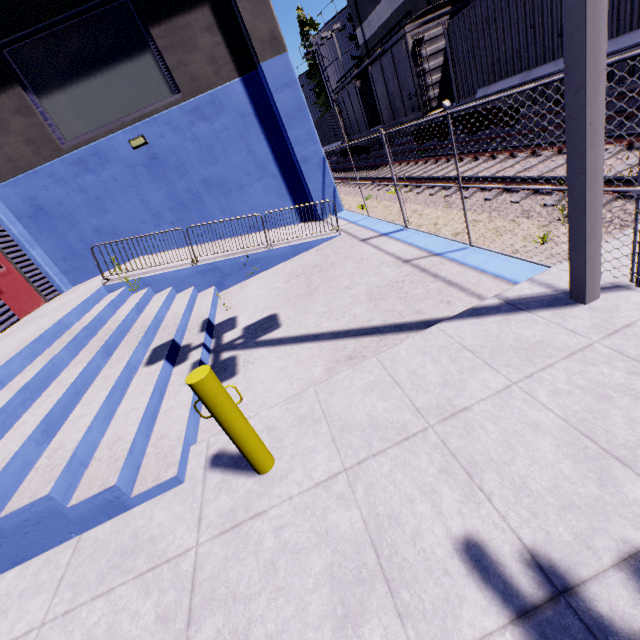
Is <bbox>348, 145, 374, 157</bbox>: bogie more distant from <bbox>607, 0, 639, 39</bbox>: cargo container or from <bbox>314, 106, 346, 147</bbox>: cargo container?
<bbox>607, 0, 639, 39</bbox>: cargo container

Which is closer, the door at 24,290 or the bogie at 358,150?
the door at 24,290

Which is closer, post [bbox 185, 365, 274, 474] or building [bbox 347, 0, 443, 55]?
post [bbox 185, 365, 274, 474]

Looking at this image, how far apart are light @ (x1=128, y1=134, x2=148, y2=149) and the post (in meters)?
10.26

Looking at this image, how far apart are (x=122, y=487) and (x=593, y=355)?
4.5m

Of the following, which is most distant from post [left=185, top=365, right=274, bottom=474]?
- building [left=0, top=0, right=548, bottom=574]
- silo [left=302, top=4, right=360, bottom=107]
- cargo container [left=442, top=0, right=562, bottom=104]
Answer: silo [left=302, top=4, right=360, bottom=107]

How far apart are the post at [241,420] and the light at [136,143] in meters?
10.3

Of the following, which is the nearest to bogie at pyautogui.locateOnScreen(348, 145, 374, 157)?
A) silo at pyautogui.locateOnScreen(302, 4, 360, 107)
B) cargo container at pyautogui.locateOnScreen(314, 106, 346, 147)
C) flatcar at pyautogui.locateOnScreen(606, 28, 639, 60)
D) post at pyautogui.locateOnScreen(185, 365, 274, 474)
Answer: cargo container at pyautogui.locateOnScreen(314, 106, 346, 147)
